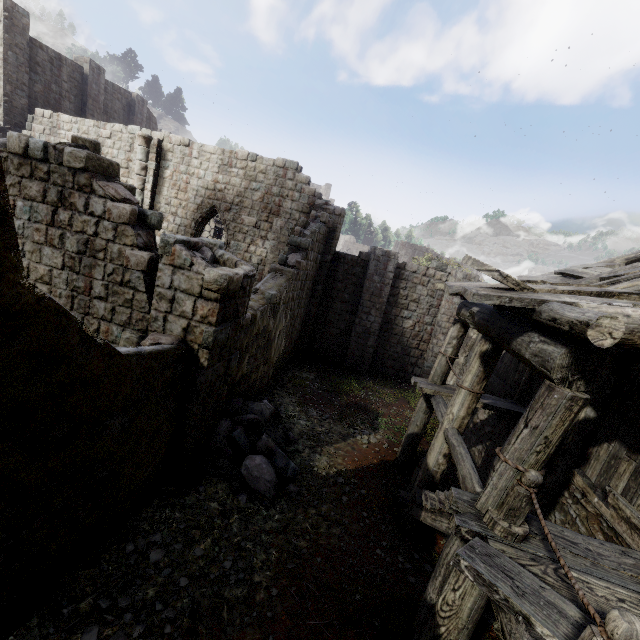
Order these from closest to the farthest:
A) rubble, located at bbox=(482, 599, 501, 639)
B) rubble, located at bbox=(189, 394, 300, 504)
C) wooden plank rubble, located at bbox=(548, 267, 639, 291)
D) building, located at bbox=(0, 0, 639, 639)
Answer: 1. building, located at bbox=(0, 0, 639, 639)
2. rubble, located at bbox=(482, 599, 501, 639)
3. wooden plank rubble, located at bbox=(548, 267, 639, 291)
4. rubble, located at bbox=(189, 394, 300, 504)

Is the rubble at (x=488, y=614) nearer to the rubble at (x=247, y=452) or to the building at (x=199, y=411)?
the building at (x=199, y=411)

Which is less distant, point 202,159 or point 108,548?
point 108,548

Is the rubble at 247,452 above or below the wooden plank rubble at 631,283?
below

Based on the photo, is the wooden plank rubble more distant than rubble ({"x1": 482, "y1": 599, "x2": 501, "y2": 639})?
Yes

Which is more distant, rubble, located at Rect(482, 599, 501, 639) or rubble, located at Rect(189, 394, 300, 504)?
rubble, located at Rect(189, 394, 300, 504)

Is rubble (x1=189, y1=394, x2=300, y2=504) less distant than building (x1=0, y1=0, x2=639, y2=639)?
No

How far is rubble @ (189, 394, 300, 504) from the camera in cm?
682
